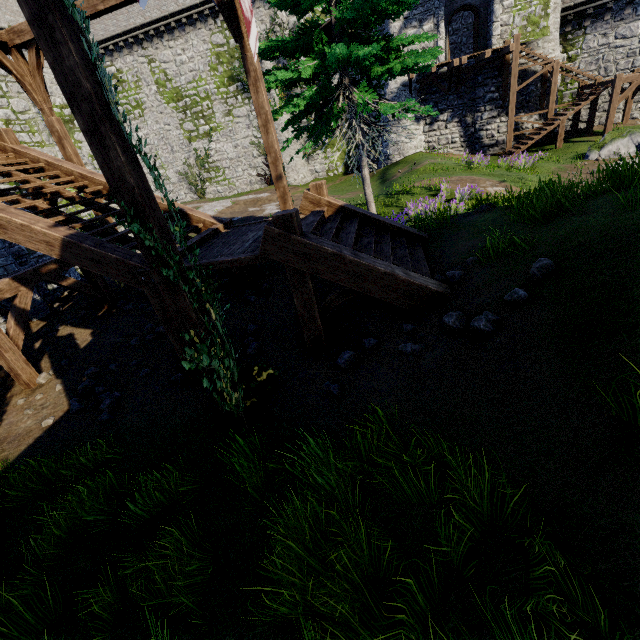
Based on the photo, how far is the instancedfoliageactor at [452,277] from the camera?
5.3m

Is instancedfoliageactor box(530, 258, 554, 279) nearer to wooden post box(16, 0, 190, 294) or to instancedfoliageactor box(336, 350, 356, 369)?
instancedfoliageactor box(336, 350, 356, 369)

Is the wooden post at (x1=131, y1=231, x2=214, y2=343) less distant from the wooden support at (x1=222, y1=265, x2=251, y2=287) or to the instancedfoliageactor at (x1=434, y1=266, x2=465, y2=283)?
the wooden support at (x1=222, y1=265, x2=251, y2=287)

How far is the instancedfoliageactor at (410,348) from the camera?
4.53m

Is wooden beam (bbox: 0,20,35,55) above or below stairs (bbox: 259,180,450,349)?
above

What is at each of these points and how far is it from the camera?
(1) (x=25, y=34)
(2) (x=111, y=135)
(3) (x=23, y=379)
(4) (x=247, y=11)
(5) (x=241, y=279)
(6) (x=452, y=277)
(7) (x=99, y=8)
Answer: (1) wooden beam, 7.95m
(2) wooden post, 3.32m
(3) wooden support, 7.94m
(4) flag, 6.43m
(5) wooden support, 9.09m
(6) instancedfoliageactor, 5.32m
(7) wooden beam, 7.44m

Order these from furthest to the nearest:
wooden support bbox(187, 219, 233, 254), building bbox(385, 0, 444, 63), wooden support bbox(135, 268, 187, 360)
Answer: building bbox(385, 0, 444, 63), wooden support bbox(187, 219, 233, 254), wooden support bbox(135, 268, 187, 360)

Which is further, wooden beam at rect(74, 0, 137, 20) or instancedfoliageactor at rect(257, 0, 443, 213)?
instancedfoliageactor at rect(257, 0, 443, 213)
